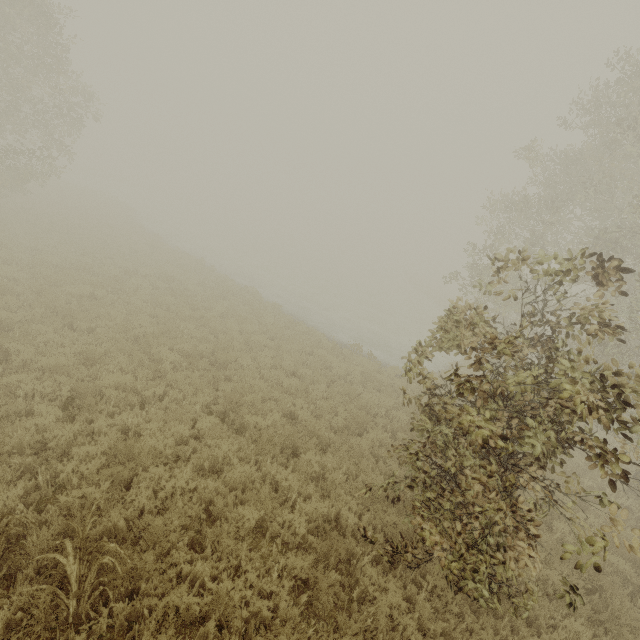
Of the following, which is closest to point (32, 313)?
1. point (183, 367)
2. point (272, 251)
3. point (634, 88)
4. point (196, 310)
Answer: point (183, 367)
